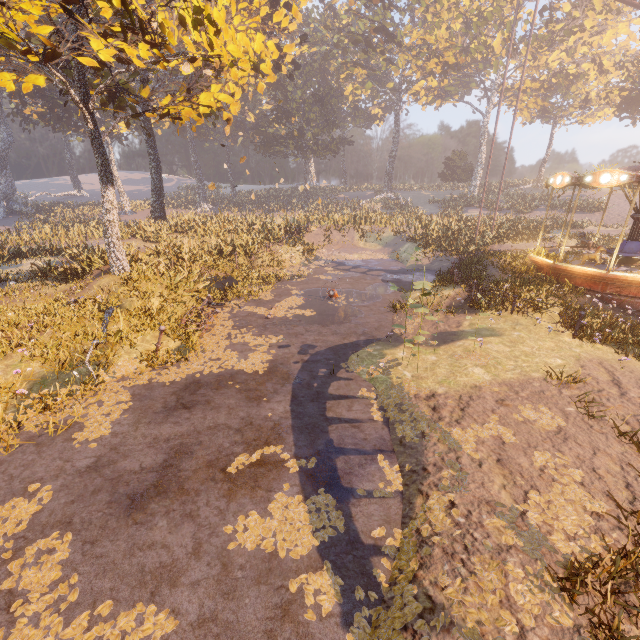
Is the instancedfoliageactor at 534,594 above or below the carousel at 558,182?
below

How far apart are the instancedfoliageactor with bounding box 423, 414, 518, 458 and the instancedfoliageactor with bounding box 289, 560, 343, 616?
1.9 meters

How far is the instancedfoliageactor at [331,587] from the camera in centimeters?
402cm

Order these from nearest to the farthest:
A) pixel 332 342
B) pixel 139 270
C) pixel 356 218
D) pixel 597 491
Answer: pixel 597 491 < pixel 332 342 < pixel 139 270 < pixel 356 218

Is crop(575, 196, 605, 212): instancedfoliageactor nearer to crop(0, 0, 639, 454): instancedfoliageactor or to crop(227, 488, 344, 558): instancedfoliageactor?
crop(0, 0, 639, 454): instancedfoliageactor

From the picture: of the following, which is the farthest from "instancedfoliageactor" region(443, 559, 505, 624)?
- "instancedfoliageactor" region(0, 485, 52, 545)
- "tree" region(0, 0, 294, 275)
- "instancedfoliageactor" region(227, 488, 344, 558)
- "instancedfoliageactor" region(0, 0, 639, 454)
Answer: "instancedfoliageactor" region(0, 0, 639, 454)

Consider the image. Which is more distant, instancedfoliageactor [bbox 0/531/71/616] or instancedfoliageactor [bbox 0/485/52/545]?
instancedfoliageactor [bbox 0/485/52/545]
